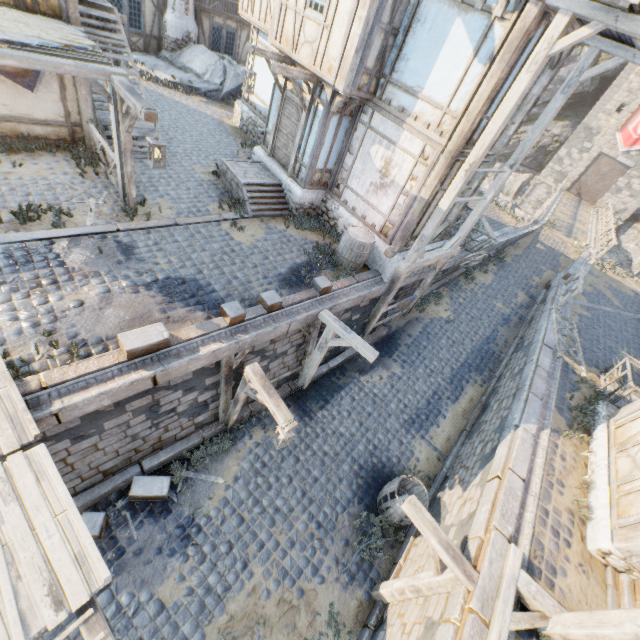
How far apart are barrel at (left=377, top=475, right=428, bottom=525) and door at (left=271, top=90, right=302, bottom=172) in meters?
10.1

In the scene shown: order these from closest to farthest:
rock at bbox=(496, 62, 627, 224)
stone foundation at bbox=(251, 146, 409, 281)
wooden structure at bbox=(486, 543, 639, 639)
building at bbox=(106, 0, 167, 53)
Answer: wooden structure at bbox=(486, 543, 639, 639), stone foundation at bbox=(251, 146, 409, 281), building at bbox=(106, 0, 167, 53), rock at bbox=(496, 62, 627, 224)

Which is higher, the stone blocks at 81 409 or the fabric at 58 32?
the fabric at 58 32

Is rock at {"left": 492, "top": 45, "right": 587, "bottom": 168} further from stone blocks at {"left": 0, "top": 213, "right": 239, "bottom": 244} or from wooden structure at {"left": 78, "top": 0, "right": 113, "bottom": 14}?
wooden structure at {"left": 78, "top": 0, "right": 113, "bottom": 14}

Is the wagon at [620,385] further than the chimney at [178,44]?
No

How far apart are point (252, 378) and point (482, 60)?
8.4m

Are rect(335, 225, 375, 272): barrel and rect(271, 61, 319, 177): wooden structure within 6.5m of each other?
yes

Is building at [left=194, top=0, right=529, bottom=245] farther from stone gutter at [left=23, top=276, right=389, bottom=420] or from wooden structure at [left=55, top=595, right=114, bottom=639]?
wooden structure at [left=55, top=595, right=114, bottom=639]
